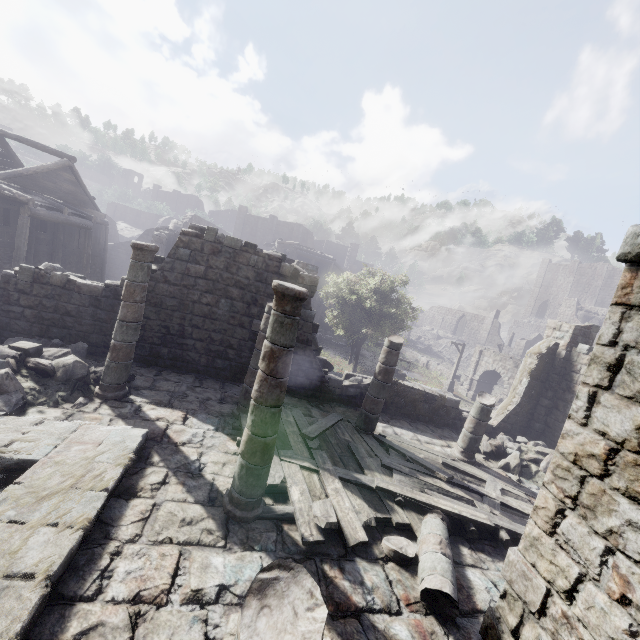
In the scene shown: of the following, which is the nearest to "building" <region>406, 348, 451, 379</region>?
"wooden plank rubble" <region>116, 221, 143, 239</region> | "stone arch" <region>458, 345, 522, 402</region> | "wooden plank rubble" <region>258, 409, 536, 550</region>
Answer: "wooden plank rubble" <region>258, 409, 536, 550</region>

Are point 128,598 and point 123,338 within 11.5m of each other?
yes

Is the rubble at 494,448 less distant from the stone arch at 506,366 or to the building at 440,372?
the building at 440,372

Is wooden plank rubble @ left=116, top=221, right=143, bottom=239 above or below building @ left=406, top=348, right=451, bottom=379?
above

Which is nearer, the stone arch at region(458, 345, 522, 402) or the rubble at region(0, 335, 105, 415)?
the rubble at region(0, 335, 105, 415)

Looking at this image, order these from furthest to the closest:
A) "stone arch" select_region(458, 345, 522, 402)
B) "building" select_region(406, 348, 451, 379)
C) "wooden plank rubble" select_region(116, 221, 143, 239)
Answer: "wooden plank rubble" select_region(116, 221, 143, 239)
"building" select_region(406, 348, 451, 379)
"stone arch" select_region(458, 345, 522, 402)

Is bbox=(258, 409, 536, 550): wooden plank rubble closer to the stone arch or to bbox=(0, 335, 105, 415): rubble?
bbox=(0, 335, 105, 415): rubble

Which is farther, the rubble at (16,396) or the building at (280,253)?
the rubble at (16,396)
